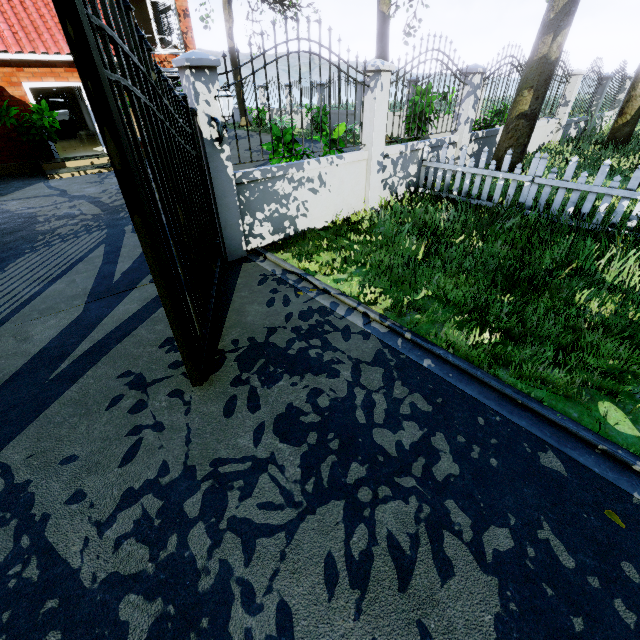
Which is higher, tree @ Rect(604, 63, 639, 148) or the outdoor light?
the outdoor light

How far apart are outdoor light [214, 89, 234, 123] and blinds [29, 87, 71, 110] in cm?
2332

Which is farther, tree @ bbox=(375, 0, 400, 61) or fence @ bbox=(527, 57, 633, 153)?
tree @ bbox=(375, 0, 400, 61)

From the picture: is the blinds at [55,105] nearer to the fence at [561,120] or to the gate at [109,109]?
the fence at [561,120]

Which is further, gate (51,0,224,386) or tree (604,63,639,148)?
tree (604,63,639,148)

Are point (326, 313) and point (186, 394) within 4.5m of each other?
yes

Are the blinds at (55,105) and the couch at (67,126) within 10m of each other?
yes
